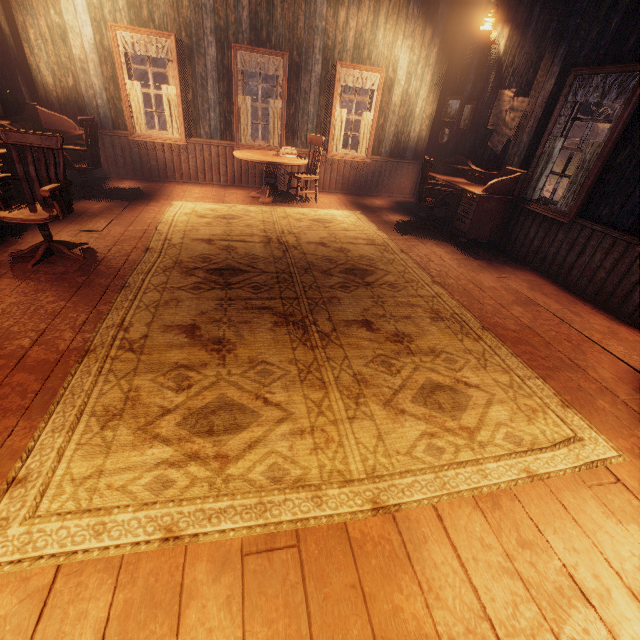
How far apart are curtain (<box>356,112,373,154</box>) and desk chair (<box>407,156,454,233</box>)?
2.3m

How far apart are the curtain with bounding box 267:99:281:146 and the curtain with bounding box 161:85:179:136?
1.7 meters

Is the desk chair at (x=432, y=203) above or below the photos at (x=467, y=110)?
below

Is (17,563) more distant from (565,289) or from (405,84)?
(405,84)

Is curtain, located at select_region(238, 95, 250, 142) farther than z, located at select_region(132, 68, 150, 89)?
No

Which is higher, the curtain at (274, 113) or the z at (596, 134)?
the z at (596, 134)

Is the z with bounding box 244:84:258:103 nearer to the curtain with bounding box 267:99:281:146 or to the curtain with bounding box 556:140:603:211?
the curtain with bounding box 556:140:603:211

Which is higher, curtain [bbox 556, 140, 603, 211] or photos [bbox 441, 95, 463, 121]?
photos [bbox 441, 95, 463, 121]
